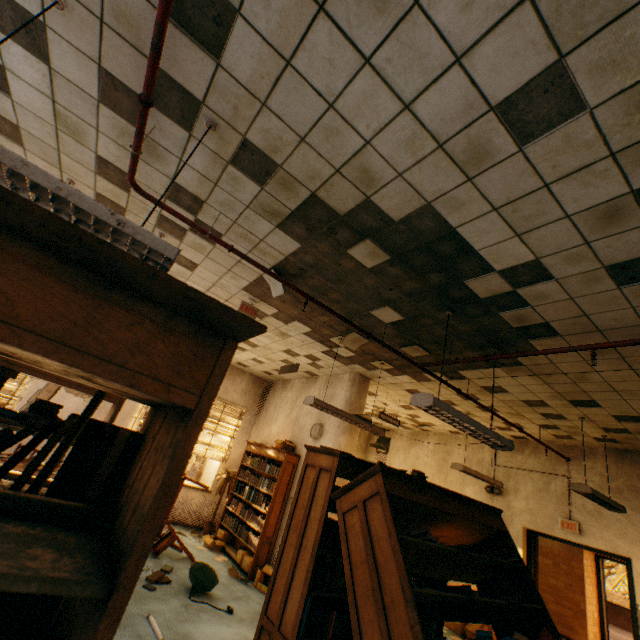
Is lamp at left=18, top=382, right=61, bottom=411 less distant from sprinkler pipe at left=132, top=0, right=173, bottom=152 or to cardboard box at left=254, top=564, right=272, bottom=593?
sprinkler pipe at left=132, top=0, right=173, bottom=152

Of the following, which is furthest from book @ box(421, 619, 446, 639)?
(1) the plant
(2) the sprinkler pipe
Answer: (1) the plant

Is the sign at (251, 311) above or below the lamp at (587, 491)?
above

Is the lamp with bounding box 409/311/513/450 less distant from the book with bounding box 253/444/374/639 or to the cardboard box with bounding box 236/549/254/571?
the book with bounding box 253/444/374/639

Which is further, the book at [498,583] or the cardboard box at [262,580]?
the cardboard box at [262,580]

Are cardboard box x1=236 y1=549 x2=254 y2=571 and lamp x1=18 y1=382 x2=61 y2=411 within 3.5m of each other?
no

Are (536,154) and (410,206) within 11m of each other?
yes

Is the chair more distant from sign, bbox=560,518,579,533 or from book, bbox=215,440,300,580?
sign, bbox=560,518,579,533
